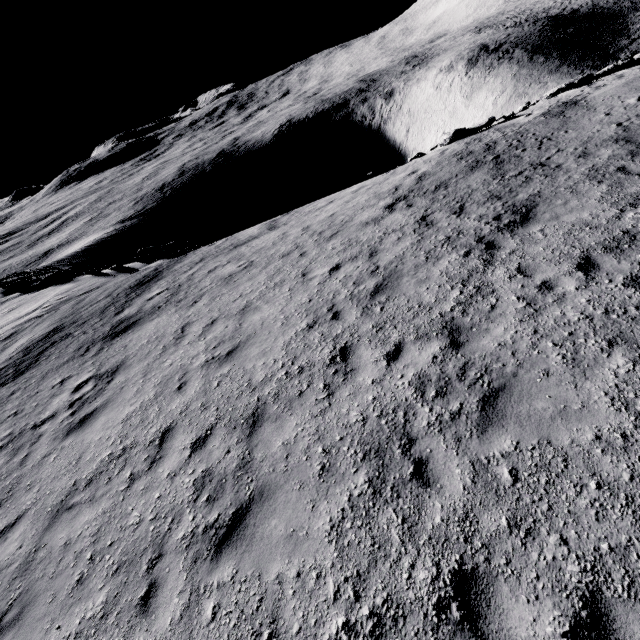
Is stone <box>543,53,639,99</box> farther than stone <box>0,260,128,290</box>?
No

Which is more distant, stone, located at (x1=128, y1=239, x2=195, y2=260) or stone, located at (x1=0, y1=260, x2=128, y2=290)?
stone, located at (x1=0, y1=260, x2=128, y2=290)

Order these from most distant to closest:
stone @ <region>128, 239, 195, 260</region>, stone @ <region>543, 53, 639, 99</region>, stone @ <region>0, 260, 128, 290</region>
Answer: stone @ <region>0, 260, 128, 290</region> < stone @ <region>128, 239, 195, 260</region> < stone @ <region>543, 53, 639, 99</region>

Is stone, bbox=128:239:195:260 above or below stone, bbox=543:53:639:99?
above

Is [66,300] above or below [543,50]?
above

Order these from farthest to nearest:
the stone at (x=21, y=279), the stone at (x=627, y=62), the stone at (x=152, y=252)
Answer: the stone at (x=21, y=279) → the stone at (x=152, y=252) → the stone at (x=627, y=62)

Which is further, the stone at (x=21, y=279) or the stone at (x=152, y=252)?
the stone at (x=21, y=279)

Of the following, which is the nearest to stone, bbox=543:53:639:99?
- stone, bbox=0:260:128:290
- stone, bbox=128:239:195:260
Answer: stone, bbox=128:239:195:260
